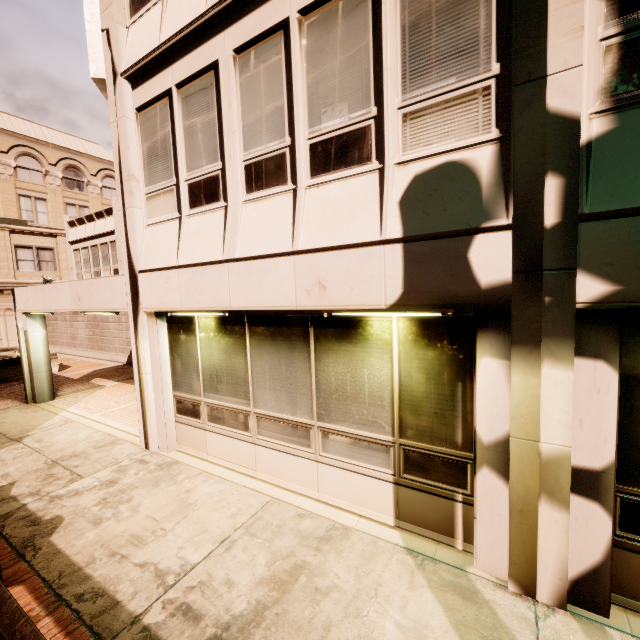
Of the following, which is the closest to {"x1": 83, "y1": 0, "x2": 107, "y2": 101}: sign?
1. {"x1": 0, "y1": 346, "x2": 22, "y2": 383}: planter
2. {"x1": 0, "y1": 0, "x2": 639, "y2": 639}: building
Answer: {"x1": 0, "y1": 0, "x2": 639, "y2": 639}: building

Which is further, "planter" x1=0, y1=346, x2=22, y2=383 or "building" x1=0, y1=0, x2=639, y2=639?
"planter" x1=0, y1=346, x2=22, y2=383

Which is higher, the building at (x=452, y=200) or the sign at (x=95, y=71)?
the sign at (x=95, y=71)

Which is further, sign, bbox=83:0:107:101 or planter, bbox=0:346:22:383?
planter, bbox=0:346:22:383

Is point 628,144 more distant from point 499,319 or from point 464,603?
point 464,603

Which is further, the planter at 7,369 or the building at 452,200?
the planter at 7,369
